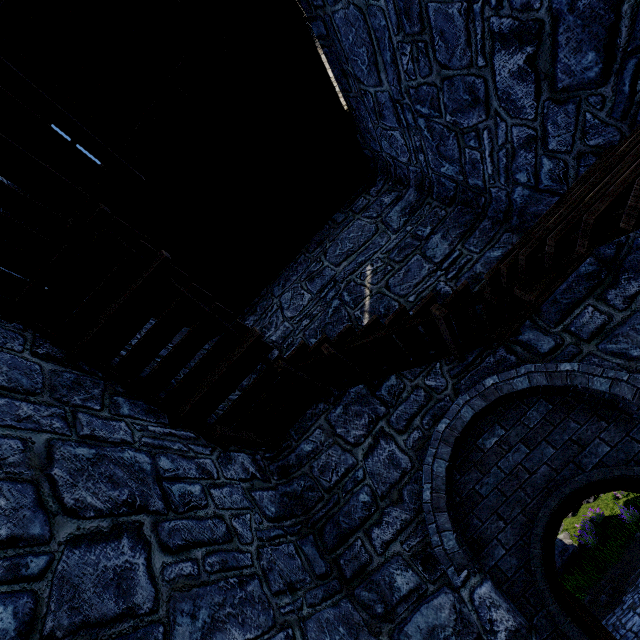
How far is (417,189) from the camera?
6.8m
